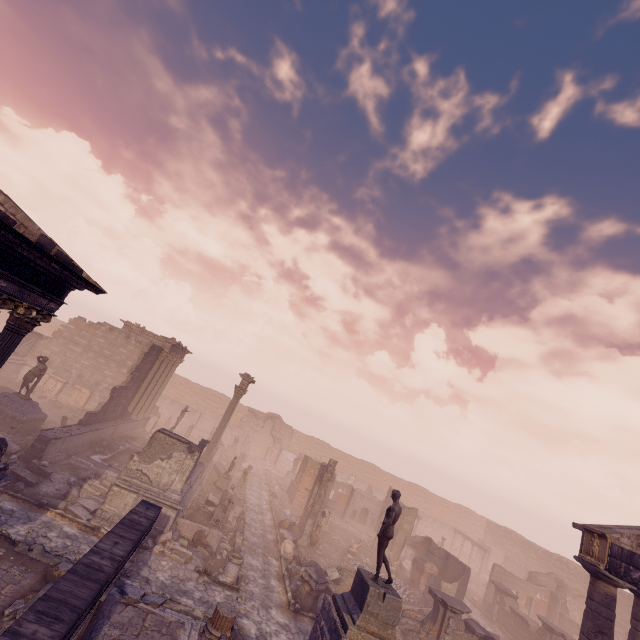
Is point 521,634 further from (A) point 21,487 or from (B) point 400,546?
(A) point 21,487

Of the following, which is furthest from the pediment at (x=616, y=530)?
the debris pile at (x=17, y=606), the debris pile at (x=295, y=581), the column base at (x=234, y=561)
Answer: the debris pile at (x=17, y=606)

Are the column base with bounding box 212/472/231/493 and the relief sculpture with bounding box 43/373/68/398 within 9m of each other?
no

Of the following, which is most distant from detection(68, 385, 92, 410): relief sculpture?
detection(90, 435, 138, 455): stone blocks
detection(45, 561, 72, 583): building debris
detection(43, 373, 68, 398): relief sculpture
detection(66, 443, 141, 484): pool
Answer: detection(45, 561, 72, 583): building debris

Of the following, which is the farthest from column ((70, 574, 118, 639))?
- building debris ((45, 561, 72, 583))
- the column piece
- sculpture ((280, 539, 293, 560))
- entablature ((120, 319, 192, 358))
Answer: entablature ((120, 319, 192, 358))

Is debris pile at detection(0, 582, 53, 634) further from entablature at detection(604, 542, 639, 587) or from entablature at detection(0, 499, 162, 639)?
entablature at detection(604, 542, 639, 587)

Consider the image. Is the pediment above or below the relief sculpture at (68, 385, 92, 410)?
above

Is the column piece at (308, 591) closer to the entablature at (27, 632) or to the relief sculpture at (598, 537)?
the relief sculpture at (598, 537)
